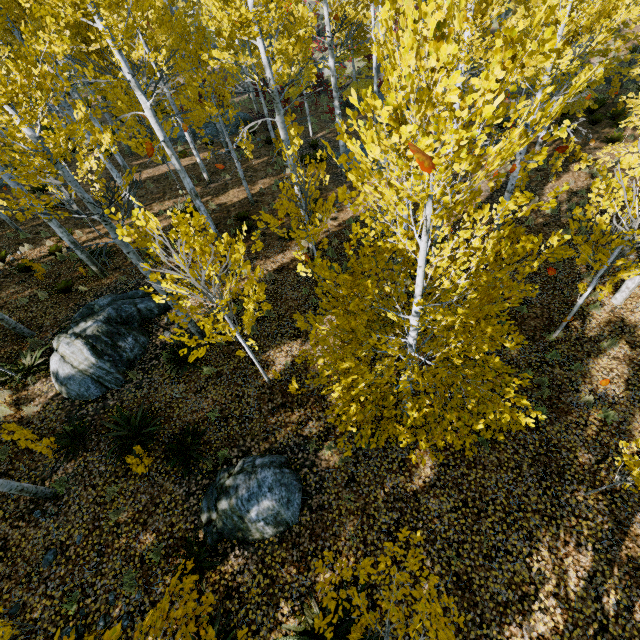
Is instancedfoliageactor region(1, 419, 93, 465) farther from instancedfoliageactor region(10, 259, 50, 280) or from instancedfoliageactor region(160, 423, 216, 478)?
instancedfoliageactor region(160, 423, 216, 478)

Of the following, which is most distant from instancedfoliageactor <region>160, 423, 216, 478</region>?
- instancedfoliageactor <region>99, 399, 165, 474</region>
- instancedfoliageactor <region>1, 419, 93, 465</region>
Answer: instancedfoliageactor <region>1, 419, 93, 465</region>

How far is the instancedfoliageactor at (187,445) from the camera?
6.7 meters

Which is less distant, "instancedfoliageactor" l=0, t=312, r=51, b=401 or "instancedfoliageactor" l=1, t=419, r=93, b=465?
"instancedfoliageactor" l=1, t=419, r=93, b=465

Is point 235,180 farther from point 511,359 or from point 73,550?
point 73,550

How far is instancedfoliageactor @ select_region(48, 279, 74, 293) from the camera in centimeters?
1036cm

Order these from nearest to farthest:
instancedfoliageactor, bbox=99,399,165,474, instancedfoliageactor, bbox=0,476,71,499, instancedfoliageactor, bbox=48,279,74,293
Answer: instancedfoliageactor, bbox=0,476,71,499 → instancedfoliageactor, bbox=99,399,165,474 → instancedfoliageactor, bbox=48,279,74,293

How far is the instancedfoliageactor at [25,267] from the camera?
10.5 meters
